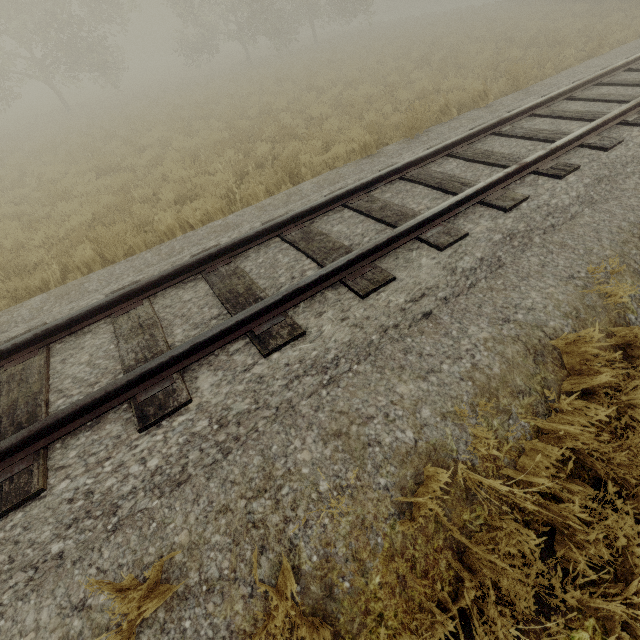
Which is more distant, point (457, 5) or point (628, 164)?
point (457, 5)
